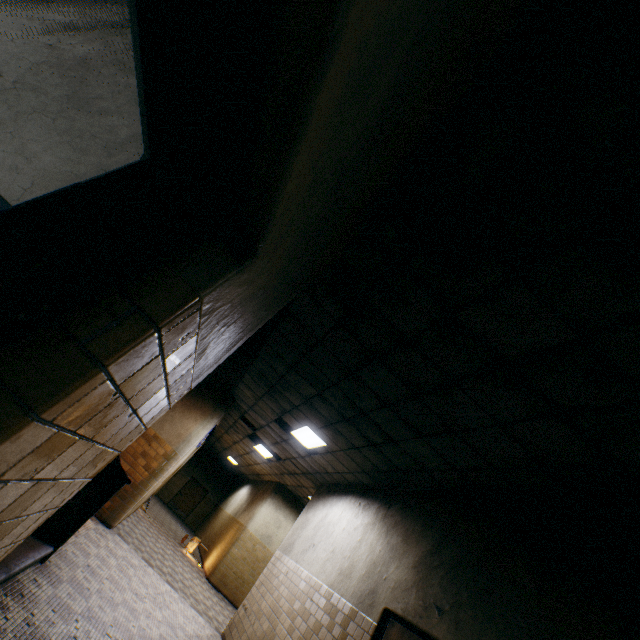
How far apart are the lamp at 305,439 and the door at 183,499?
18.46m

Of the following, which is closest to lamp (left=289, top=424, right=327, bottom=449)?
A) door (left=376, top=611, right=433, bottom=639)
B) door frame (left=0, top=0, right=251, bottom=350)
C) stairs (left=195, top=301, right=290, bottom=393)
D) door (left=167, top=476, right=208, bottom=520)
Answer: stairs (left=195, top=301, right=290, bottom=393)

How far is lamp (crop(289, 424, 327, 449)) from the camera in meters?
7.2 m

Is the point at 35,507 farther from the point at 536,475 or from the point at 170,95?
the point at 536,475

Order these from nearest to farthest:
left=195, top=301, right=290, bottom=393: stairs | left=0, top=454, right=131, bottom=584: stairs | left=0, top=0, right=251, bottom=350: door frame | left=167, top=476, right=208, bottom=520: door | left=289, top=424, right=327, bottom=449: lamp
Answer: left=0, top=0, right=251, bottom=350: door frame < left=0, top=454, right=131, bottom=584: stairs < left=195, top=301, right=290, bottom=393: stairs < left=289, top=424, right=327, bottom=449: lamp < left=167, top=476, right=208, bottom=520: door

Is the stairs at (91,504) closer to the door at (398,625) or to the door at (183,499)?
the door at (398,625)

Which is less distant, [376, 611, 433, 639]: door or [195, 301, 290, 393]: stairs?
[376, 611, 433, 639]: door

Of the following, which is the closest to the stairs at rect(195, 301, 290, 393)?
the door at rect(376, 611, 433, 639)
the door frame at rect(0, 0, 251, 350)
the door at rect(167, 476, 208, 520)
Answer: the door frame at rect(0, 0, 251, 350)
